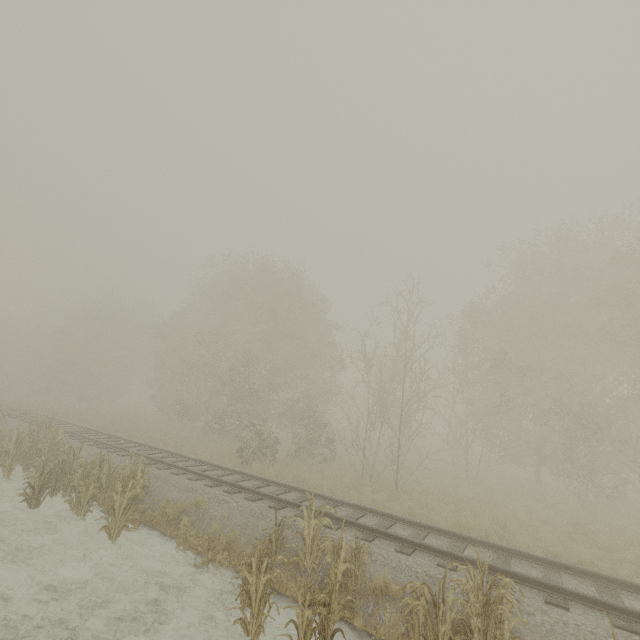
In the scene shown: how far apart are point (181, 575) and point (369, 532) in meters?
4.7 m
